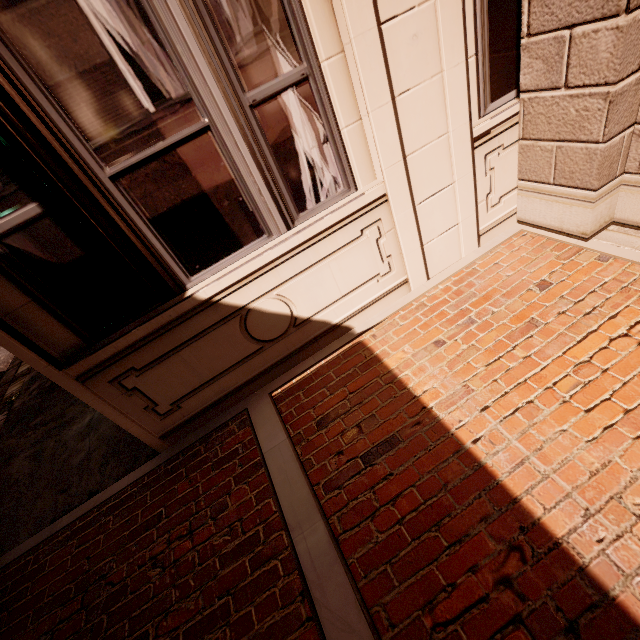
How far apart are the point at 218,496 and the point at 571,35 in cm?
435
